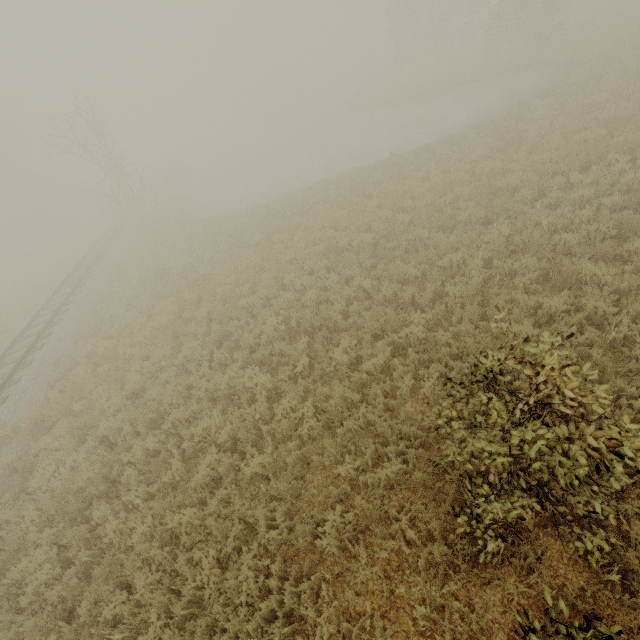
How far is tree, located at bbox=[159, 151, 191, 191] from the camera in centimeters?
3612cm

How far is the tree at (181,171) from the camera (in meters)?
36.12

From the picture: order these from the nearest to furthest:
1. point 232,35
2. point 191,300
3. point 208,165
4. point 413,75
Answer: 1. point 191,300
2. point 413,75
3. point 208,165
4. point 232,35
